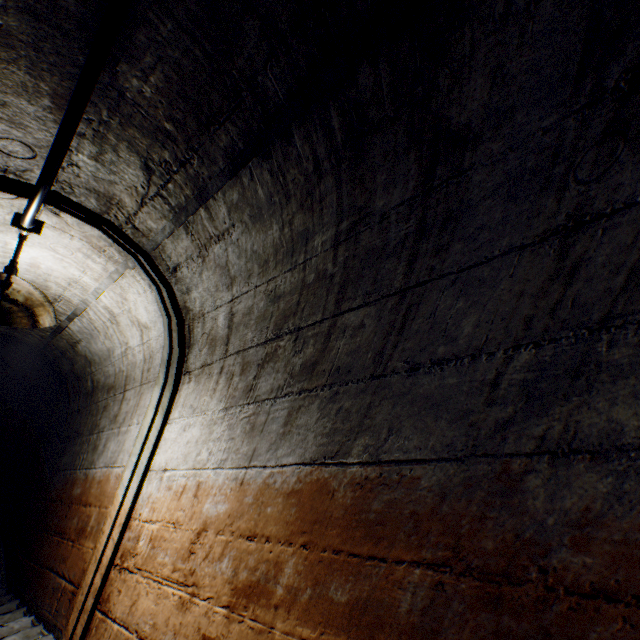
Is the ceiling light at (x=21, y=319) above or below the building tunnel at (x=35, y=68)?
below

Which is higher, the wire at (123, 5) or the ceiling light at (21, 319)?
the wire at (123, 5)

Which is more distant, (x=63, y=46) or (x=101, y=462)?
(x=101, y=462)

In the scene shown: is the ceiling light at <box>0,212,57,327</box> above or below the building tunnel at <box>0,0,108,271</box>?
below

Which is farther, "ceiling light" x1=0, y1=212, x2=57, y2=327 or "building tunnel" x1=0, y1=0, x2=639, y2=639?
"ceiling light" x1=0, y1=212, x2=57, y2=327

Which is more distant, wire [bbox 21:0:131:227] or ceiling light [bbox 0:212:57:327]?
ceiling light [bbox 0:212:57:327]

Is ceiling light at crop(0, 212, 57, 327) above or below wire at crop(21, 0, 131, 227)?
below
